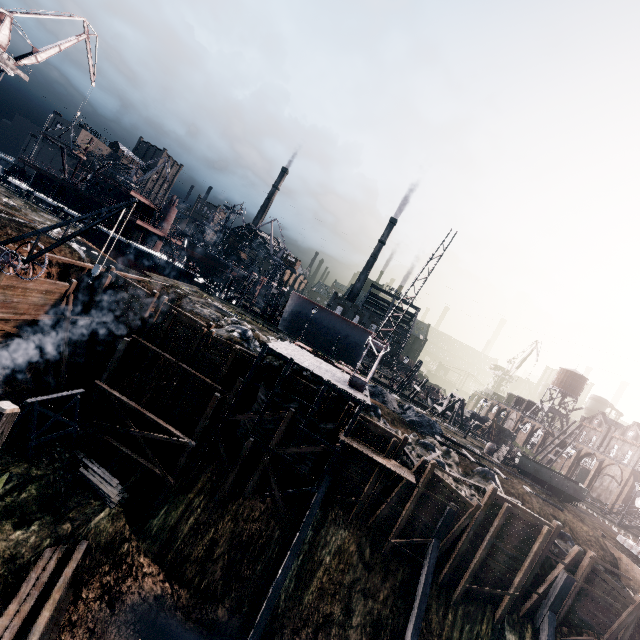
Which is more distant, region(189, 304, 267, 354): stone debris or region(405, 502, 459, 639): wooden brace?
region(189, 304, 267, 354): stone debris

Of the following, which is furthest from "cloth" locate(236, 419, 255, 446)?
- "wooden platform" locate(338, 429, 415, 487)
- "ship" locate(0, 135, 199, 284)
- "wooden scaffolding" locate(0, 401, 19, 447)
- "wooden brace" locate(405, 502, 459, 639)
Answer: "ship" locate(0, 135, 199, 284)

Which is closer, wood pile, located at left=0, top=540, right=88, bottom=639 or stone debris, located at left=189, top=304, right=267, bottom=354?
wood pile, located at left=0, top=540, right=88, bottom=639

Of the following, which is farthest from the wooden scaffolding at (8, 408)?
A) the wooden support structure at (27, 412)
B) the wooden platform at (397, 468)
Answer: the wooden platform at (397, 468)

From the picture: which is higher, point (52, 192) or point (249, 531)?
point (52, 192)

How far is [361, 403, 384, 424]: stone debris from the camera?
27.41m

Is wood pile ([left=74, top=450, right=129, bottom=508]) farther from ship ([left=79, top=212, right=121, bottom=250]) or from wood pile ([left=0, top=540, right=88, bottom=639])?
ship ([left=79, top=212, right=121, bottom=250])

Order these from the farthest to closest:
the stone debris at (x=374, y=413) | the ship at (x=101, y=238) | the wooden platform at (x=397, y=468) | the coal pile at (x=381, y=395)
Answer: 1. the ship at (x=101, y=238)
2. the coal pile at (x=381, y=395)
3. the stone debris at (x=374, y=413)
4. the wooden platform at (x=397, y=468)
